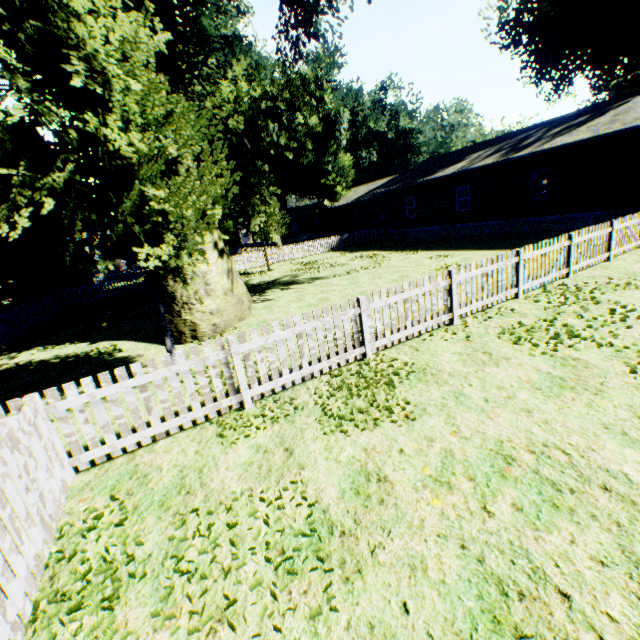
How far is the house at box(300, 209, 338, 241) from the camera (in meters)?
46.03

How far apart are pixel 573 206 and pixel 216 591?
21.69m

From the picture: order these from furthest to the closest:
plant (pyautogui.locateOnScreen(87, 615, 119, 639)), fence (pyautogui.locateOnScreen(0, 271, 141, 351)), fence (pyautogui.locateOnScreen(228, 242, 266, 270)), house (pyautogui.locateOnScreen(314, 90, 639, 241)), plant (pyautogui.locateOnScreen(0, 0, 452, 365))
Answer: fence (pyautogui.locateOnScreen(228, 242, 266, 270))
house (pyautogui.locateOnScreen(314, 90, 639, 241))
fence (pyautogui.locateOnScreen(0, 271, 141, 351))
plant (pyautogui.locateOnScreen(0, 0, 452, 365))
plant (pyautogui.locateOnScreen(87, 615, 119, 639))

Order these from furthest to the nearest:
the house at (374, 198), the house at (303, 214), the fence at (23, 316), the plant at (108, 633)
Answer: the house at (303, 214), the house at (374, 198), the fence at (23, 316), the plant at (108, 633)

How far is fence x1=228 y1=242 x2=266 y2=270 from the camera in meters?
26.6

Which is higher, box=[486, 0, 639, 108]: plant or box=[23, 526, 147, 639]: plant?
box=[486, 0, 639, 108]: plant

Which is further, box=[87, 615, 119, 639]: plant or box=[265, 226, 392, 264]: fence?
box=[265, 226, 392, 264]: fence

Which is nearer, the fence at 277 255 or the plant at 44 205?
the plant at 44 205
